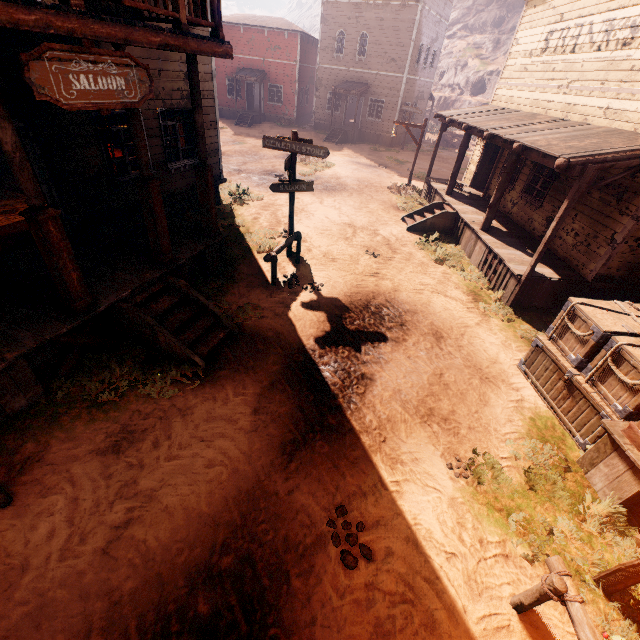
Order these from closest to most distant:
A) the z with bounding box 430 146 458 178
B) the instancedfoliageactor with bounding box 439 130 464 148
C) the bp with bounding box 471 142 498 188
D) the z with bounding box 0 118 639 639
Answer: the z with bounding box 0 118 639 639 < the bp with bounding box 471 142 498 188 < the z with bounding box 430 146 458 178 < the instancedfoliageactor with bounding box 439 130 464 148

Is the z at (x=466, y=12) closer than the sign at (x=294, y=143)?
No

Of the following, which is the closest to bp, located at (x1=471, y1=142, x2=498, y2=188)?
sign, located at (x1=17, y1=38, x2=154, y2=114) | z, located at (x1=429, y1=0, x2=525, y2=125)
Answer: sign, located at (x1=17, y1=38, x2=154, y2=114)

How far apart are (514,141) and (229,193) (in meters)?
10.37

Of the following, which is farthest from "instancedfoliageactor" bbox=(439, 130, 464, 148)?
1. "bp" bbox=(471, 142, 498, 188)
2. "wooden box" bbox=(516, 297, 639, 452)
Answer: "wooden box" bbox=(516, 297, 639, 452)

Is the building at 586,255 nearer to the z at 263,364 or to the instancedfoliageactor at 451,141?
the z at 263,364

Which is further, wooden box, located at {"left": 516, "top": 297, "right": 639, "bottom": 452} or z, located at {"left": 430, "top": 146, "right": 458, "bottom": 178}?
z, located at {"left": 430, "top": 146, "right": 458, "bottom": 178}

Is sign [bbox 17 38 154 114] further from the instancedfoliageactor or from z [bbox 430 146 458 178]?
the instancedfoliageactor
